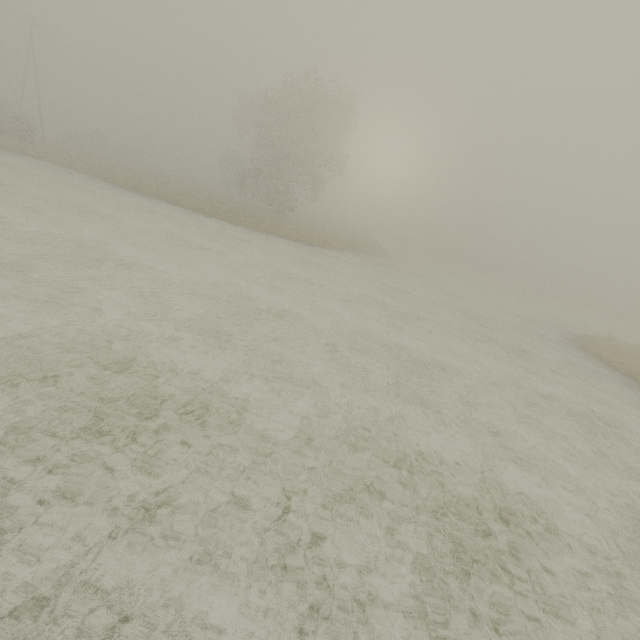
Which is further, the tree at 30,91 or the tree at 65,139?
the tree at 30,91

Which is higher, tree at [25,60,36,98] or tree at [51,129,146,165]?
tree at [25,60,36,98]

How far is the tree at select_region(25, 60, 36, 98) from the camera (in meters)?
54.49

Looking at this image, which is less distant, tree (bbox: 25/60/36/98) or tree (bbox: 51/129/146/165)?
tree (bbox: 51/129/146/165)

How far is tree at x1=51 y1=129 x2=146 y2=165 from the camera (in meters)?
43.12

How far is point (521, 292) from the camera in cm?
4400

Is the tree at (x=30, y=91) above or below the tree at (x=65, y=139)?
above
